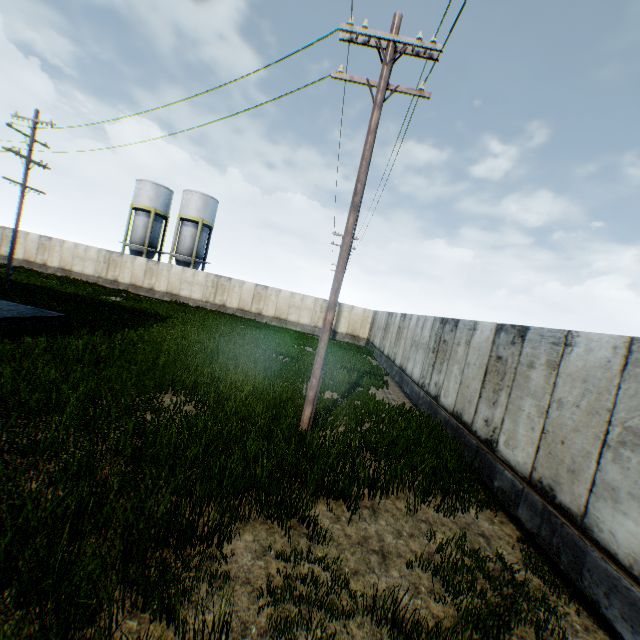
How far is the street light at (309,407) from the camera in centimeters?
713cm

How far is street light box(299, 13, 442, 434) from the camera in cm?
713

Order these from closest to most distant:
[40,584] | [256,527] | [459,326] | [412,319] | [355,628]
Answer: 1. [40,584]
2. [355,628]
3. [256,527]
4. [459,326]
5. [412,319]
